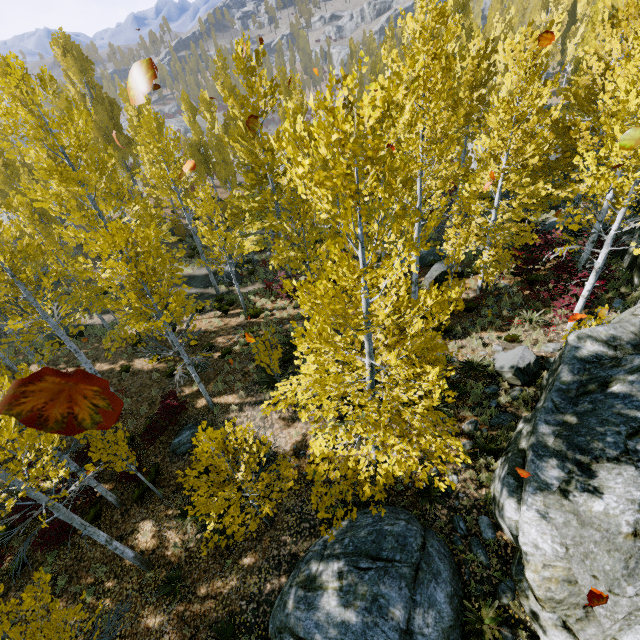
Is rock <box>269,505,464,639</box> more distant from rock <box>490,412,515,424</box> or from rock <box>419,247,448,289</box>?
rock <box>419,247,448,289</box>

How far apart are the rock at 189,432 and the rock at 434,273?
11.7 meters

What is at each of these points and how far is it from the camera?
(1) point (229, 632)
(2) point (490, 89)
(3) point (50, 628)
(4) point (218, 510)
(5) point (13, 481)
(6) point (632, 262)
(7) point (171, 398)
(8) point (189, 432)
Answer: (1) instancedfoliageactor, 7.5 meters
(2) instancedfoliageactor, 16.7 meters
(3) instancedfoliageactor, 4.7 meters
(4) instancedfoliageactor, 7.9 meters
(5) instancedfoliageactor, 6.0 meters
(6) rock, 11.9 meters
(7) instancedfoliageactor, 12.0 meters
(8) rock, 12.1 meters

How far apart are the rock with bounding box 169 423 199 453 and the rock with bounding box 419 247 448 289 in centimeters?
1175cm

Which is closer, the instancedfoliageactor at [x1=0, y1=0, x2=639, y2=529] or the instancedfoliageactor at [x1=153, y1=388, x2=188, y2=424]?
the instancedfoliageactor at [x1=0, y1=0, x2=639, y2=529]

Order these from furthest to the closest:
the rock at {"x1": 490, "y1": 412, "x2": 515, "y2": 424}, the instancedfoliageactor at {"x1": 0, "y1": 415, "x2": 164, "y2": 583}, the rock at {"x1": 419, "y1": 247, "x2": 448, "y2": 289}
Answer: the rock at {"x1": 419, "y1": 247, "x2": 448, "y2": 289}, the rock at {"x1": 490, "y1": 412, "x2": 515, "y2": 424}, the instancedfoliageactor at {"x1": 0, "y1": 415, "x2": 164, "y2": 583}

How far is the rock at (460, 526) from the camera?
7.7 meters

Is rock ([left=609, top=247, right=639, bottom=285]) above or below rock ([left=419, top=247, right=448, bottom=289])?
above
